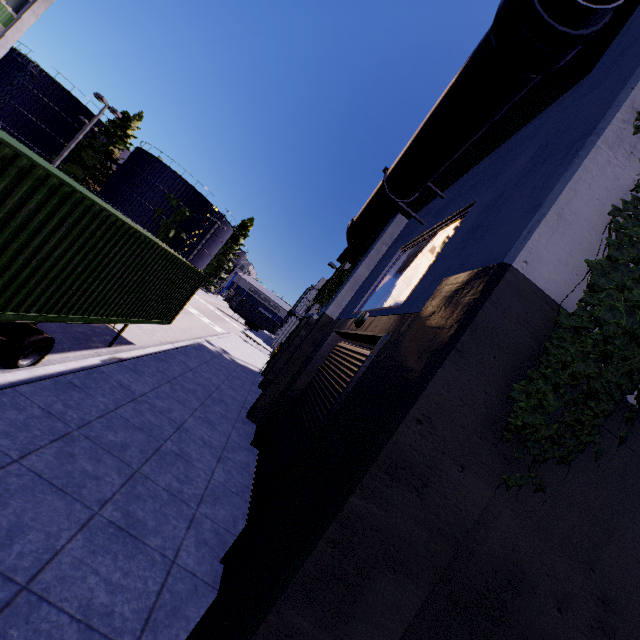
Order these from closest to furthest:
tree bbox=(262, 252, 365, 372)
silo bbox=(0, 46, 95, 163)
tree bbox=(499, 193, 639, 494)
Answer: tree bbox=(499, 193, 639, 494) < tree bbox=(262, 252, 365, 372) < silo bbox=(0, 46, 95, 163)

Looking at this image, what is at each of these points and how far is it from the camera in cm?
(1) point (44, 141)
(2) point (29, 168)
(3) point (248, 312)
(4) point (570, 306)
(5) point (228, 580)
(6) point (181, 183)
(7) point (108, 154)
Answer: (1) silo, 4544
(2) cargo container, 389
(3) cargo container, 5416
(4) building, 249
(5) building, 303
(6) silo, 4597
(7) tree, 4553

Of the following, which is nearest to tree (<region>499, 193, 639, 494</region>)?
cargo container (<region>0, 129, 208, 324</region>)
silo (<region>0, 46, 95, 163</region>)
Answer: cargo container (<region>0, 129, 208, 324</region>)

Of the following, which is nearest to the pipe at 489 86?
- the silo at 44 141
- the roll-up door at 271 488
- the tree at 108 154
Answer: the roll-up door at 271 488

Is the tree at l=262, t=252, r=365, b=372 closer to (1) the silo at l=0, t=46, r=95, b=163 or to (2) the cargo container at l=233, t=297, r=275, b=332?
(1) the silo at l=0, t=46, r=95, b=163

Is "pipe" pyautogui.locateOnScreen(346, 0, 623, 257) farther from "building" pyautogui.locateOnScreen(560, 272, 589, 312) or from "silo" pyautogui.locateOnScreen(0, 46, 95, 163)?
"silo" pyautogui.locateOnScreen(0, 46, 95, 163)

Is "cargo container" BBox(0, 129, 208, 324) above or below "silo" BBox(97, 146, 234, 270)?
below

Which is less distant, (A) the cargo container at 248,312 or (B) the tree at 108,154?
(B) the tree at 108,154
